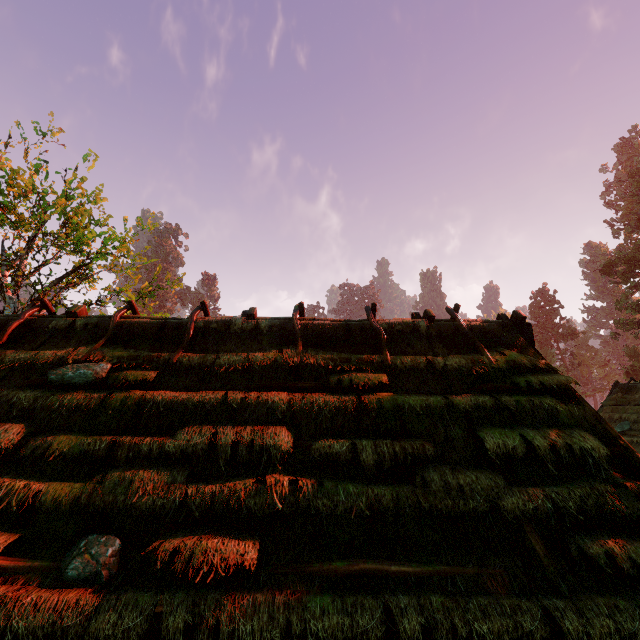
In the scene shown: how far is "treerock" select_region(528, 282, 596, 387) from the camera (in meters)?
52.75

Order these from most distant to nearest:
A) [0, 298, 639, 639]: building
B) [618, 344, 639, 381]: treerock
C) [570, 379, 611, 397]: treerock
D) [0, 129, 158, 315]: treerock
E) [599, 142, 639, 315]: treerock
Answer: [570, 379, 611, 397]: treerock < [618, 344, 639, 381]: treerock < [599, 142, 639, 315]: treerock < [0, 129, 158, 315]: treerock < [0, 298, 639, 639]: building

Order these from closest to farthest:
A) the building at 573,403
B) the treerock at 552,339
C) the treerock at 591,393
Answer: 1. the building at 573,403
2. the treerock at 591,393
3. the treerock at 552,339

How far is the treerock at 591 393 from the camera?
49.5 meters

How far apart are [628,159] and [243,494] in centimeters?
8549cm

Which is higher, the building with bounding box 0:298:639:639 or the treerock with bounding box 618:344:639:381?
the treerock with bounding box 618:344:639:381
